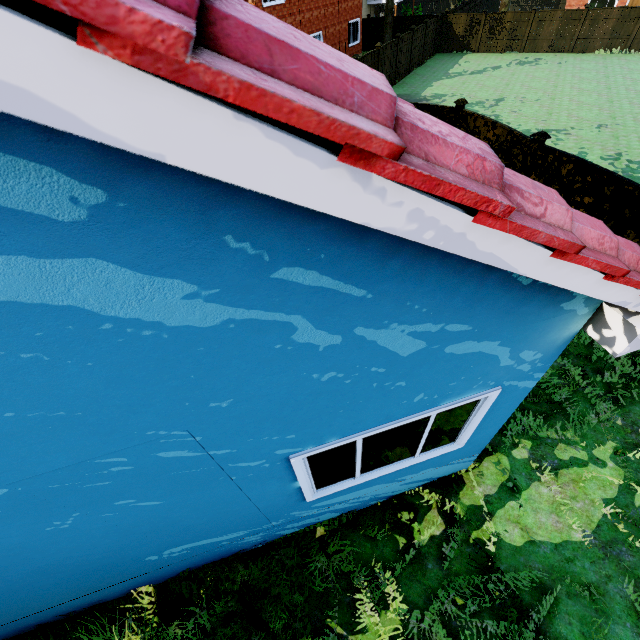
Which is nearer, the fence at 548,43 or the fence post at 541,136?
the fence post at 541,136

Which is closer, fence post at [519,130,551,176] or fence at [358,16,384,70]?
fence post at [519,130,551,176]

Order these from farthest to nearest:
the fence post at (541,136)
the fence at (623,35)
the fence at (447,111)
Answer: the fence at (623,35)
the fence at (447,111)
the fence post at (541,136)

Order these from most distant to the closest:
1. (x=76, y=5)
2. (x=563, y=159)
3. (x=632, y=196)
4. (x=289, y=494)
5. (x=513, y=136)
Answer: (x=513, y=136), (x=563, y=159), (x=632, y=196), (x=289, y=494), (x=76, y=5)

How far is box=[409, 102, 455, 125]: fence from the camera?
10.13m

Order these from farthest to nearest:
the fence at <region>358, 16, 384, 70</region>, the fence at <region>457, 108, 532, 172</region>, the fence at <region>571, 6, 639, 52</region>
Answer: the fence at <region>571, 6, 639, 52</region> < the fence at <region>358, 16, 384, 70</region> < the fence at <region>457, 108, 532, 172</region>

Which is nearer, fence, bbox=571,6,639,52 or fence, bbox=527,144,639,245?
fence, bbox=527,144,639,245
